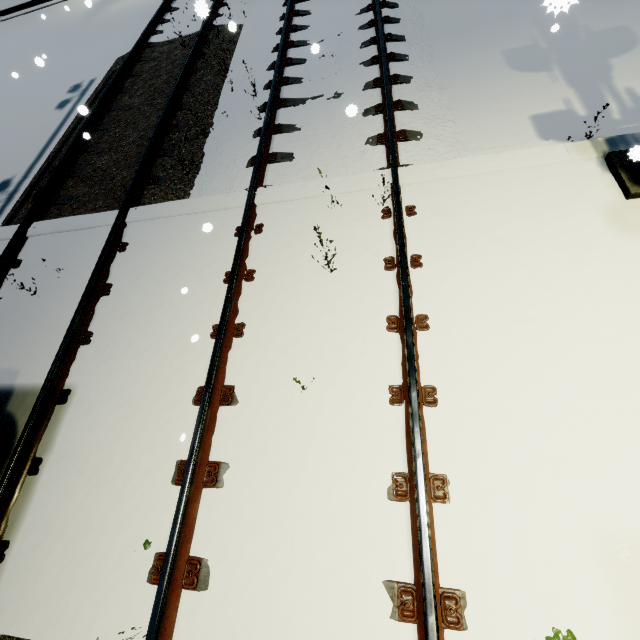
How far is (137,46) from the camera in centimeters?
905cm
